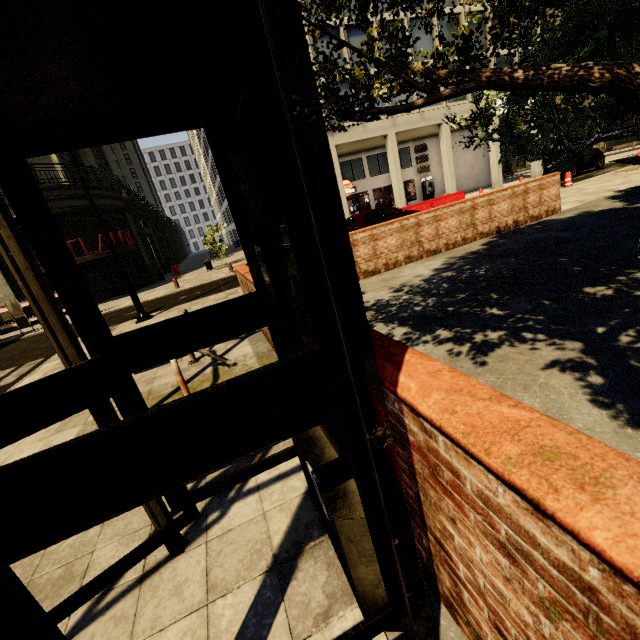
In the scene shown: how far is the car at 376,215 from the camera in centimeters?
1434cm

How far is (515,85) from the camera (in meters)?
1.79

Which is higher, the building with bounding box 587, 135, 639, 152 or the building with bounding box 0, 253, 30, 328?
the building with bounding box 0, 253, 30, 328

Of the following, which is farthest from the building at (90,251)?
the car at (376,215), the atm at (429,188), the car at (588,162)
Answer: the car at (376,215)

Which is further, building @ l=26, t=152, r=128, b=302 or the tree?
building @ l=26, t=152, r=128, b=302

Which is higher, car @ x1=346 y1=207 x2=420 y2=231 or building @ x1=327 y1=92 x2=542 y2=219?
building @ x1=327 y1=92 x2=542 y2=219

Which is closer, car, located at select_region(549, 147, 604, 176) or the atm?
car, located at select_region(549, 147, 604, 176)

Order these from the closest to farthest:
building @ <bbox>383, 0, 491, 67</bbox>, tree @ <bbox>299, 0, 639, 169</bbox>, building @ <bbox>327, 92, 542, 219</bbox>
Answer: tree @ <bbox>299, 0, 639, 169</bbox> < building @ <bbox>383, 0, 491, 67</bbox> < building @ <bbox>327, 92, 542, 219</bbox>
